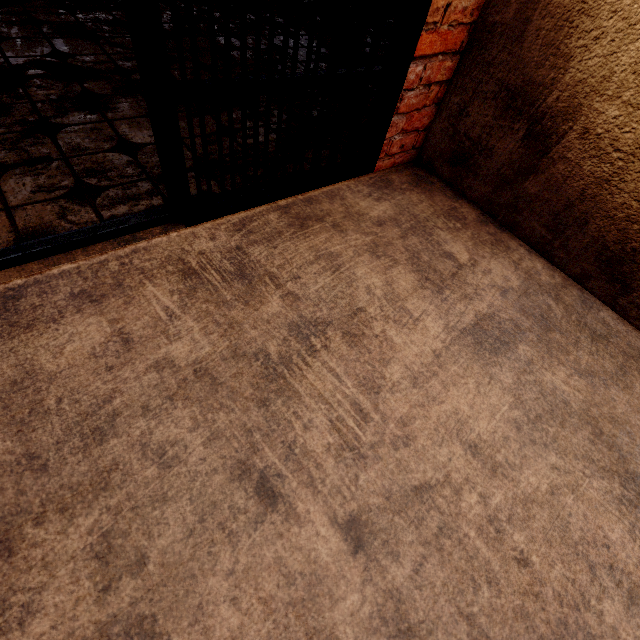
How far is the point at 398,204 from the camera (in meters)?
1.62
